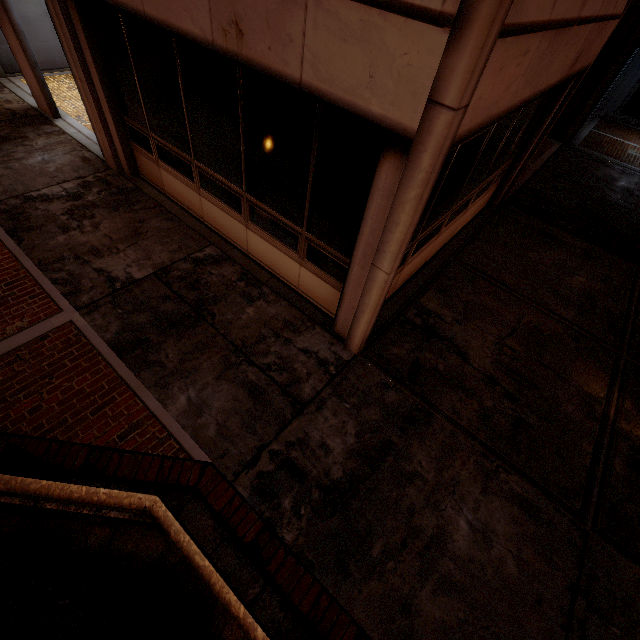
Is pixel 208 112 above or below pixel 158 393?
above
